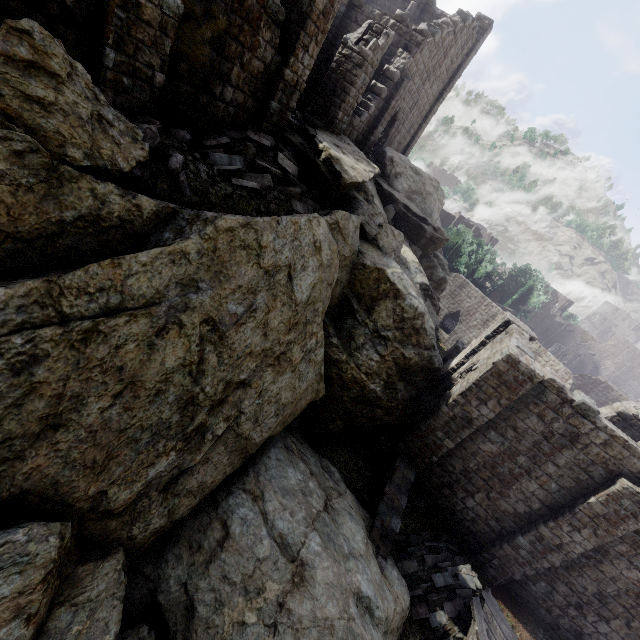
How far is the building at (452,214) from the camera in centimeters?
5277cm

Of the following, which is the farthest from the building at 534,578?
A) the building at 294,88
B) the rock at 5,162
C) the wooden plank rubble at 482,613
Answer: the wooden plank rubble at 482,613

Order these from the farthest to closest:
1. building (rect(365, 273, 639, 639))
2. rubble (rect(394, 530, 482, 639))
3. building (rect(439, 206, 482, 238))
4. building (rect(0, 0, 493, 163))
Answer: building (rect(439, 206, 482, 238)), building (rect(365, 273, 639, 639)), rubble (rect(394, 530, 482, 639)), building (rect(0, 0, 493, 163))

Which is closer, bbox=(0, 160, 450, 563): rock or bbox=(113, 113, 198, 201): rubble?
bbox=(0, 160, 450, 563): rock

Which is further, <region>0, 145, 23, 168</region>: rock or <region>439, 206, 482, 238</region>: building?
<region>439, 206, 482, 238</region>: building

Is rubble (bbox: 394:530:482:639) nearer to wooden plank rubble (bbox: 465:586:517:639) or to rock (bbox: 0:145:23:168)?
wooden plank rubble (bbox: 465:586:517:639)

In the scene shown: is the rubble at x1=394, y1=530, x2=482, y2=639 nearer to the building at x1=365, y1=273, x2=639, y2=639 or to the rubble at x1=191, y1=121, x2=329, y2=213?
the building at x1=365, y1=273, x2=639, y2=639

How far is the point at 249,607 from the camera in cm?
662
